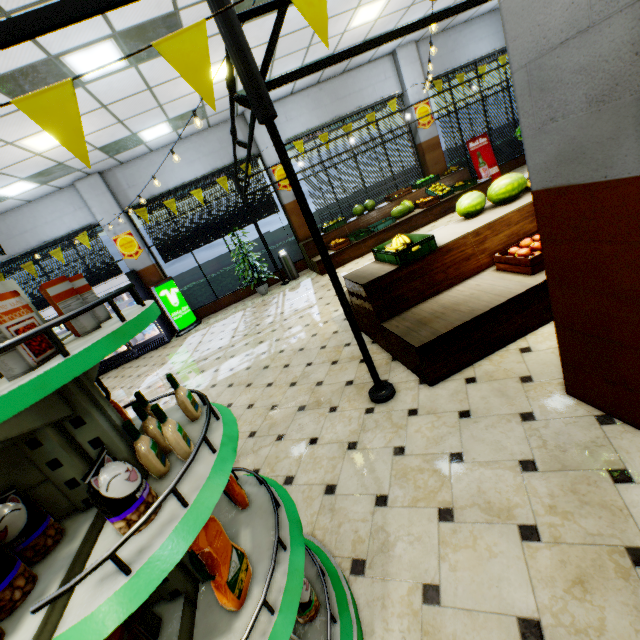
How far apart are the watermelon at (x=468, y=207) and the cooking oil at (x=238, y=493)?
4.12m

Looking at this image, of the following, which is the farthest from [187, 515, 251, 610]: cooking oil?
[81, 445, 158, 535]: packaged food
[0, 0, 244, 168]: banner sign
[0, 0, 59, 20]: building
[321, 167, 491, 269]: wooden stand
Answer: [321, 167, 491, 269]: wooden stand

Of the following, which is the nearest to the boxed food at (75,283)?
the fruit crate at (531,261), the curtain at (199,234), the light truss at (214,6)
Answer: the light truss at (214,6)

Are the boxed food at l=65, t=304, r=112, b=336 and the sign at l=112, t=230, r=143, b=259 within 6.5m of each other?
no

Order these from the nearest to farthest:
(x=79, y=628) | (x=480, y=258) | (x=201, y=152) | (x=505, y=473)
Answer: (x=79, y=628), (x=505, y=473), (x=480, y=258), (x=201, y=152)

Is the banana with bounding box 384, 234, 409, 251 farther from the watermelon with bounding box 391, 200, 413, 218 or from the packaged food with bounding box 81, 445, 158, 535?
the watermelon with bounding box 391, 200, 413, 218

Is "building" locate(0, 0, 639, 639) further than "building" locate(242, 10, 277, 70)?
No

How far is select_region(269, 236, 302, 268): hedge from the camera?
11.0m
